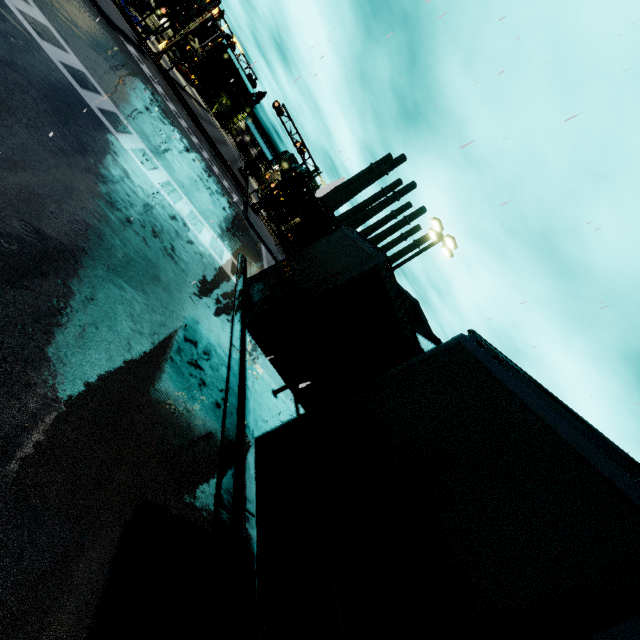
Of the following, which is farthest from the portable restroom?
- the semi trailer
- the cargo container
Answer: the semi trailer

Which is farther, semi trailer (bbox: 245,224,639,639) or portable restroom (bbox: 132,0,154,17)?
portable restroom (bbox: 132,0,154,17)

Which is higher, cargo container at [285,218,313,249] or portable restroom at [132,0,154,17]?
cargo container at [285,218,313,249]

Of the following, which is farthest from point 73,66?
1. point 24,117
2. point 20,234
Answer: point 20,234

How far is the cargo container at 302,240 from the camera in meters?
44.9

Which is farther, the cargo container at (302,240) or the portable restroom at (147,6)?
the portable restroom at (147,6)

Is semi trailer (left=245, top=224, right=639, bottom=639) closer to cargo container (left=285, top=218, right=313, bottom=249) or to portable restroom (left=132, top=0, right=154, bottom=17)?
cargo container (left=285, top=218, right=313, bottom=249)

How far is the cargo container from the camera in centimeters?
4494cm
